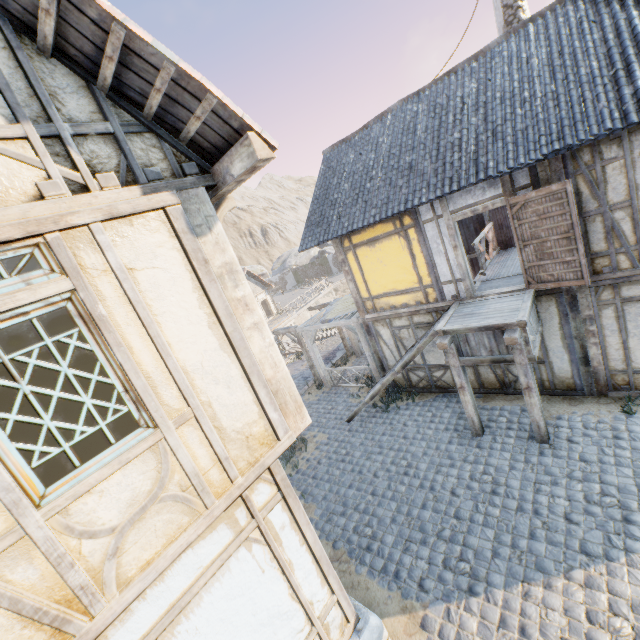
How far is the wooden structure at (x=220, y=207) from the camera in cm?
379

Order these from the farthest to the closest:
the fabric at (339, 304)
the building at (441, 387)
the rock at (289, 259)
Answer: the rock at (289, 259)
the fabric at (339, 304)
the building at (441, 387)

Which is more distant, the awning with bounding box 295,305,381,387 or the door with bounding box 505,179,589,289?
the awning with bounding box 295,305,381,387

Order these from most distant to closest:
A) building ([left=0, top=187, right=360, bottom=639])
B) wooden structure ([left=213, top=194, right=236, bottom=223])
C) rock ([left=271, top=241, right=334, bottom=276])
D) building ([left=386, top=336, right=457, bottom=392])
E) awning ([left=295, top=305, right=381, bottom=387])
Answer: rock ([left=271, top=241, right=334, bottom=276]) → awning ([left=295, top=305, right=381, bottom=387]) → building ([left=386, top=336, right=457, bottom=392]) → wooden structure ([left=213, top=194, right=236, bottom=223]) → building ([left=0, top=187, right=360, bottom=639])

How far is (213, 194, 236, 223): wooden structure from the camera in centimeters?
379cm

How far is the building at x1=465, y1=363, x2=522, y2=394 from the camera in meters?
8.9

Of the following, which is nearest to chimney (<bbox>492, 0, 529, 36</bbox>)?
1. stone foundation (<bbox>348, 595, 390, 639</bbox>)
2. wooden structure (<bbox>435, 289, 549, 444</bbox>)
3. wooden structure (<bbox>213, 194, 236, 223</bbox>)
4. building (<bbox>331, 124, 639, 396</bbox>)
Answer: building (<bbox>331, 124, 639, 396</bbox>)

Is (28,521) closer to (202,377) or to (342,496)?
(202,377)
